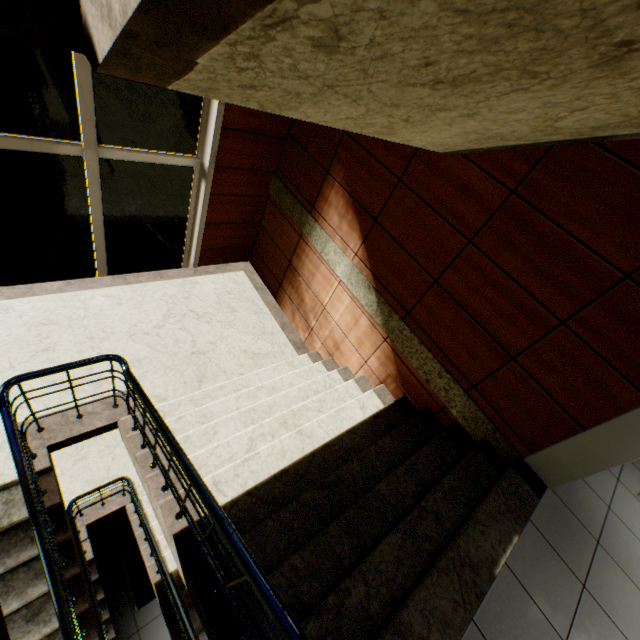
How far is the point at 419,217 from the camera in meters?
3.2 m

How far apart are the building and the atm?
0.8 meters

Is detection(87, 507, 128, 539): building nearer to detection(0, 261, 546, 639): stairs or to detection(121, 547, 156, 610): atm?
detection(0, 261, 546, 639): stairs

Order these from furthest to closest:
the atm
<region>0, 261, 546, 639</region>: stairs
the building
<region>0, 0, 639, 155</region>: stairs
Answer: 1. the building
2. the atm
3. <region>0, 261, 546, 639</region>: stairs
4. <region>0, 0, 639, 155</region>: stairs

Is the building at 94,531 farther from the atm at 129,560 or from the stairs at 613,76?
the atm at 129,560

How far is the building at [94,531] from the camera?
6.1m

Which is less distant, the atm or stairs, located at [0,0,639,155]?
stairs, located at [0,0,639,155]

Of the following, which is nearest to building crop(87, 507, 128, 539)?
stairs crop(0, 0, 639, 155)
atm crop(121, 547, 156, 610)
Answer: stairs crop(0, 0, 639, 155)
